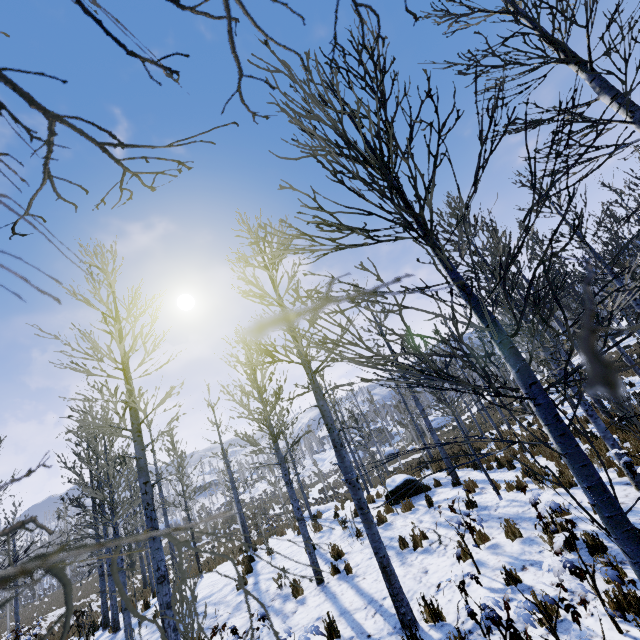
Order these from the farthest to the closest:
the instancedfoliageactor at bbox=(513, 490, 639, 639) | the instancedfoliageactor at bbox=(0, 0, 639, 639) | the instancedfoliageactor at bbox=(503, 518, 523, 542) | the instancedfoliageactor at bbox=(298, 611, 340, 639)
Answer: the instancedfoliageactor at bbox=(503, 518, 523, 542), the instancedfoliageactor at bbox=(298, 611, 340, 639), the instancedfoliageactor at bbox=(513, 490, 639, 639), the instancedfoliageactor at bbox=(0, 0, 639, 639)

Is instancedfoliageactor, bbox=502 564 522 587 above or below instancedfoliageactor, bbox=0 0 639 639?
below

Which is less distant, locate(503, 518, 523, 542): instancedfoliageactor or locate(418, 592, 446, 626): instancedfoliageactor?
locate(418, 592, 446, 626): instancedfoliageactor

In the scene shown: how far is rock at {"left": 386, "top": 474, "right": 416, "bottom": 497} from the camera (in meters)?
12.30

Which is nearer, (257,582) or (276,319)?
(276,319)

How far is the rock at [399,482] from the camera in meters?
12.3 m

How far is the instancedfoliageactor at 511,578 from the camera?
5.1 meters
